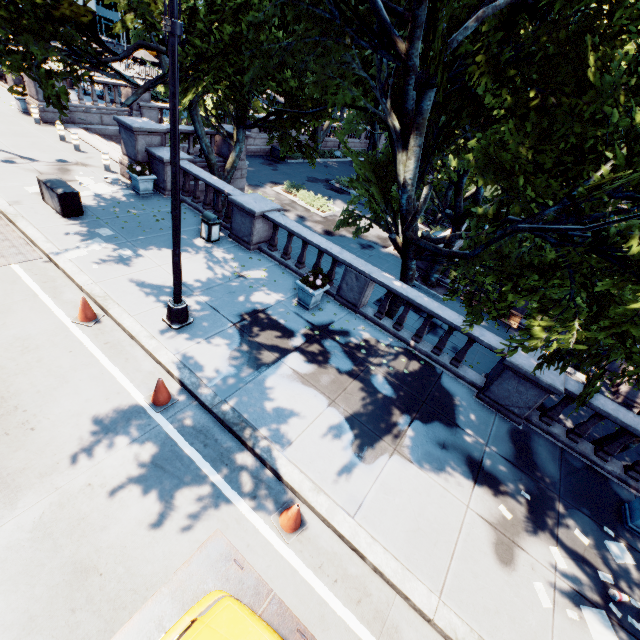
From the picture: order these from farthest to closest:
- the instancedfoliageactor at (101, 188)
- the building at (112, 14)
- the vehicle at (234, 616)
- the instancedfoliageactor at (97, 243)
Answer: the building at (112, 14) → the instancedfoliageactor at (101, 188) → the instancedfoliageactor at (97, 243) → the vehicle at (234, 616)

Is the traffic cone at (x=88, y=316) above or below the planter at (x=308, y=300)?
below

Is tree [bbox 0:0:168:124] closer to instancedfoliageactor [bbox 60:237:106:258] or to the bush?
instancedfoliageactor [bbox 60:237:106:258]

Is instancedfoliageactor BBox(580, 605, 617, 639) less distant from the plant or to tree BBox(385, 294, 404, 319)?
tree BBox(385, 294, 404, 319)

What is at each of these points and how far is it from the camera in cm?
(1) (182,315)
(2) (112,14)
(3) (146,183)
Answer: (1) light, 823
(2) building, 5922
(3) planter, 1352

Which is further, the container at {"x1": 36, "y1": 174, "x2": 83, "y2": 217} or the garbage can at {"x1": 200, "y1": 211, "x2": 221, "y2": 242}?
the garbage can at {"x1": 200, "y1": 211, "x2": 221, "y2": 242}

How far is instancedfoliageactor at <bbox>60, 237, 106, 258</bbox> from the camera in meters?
9.5 m

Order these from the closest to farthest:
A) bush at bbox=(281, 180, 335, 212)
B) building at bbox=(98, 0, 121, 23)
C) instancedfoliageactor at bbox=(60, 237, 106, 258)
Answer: instancedfoliageactor at bbox=(60, 237, 106, 258), bush at bbox=(281, 180, 335, 212), building at bbox=(98, 0, 121, 23)
